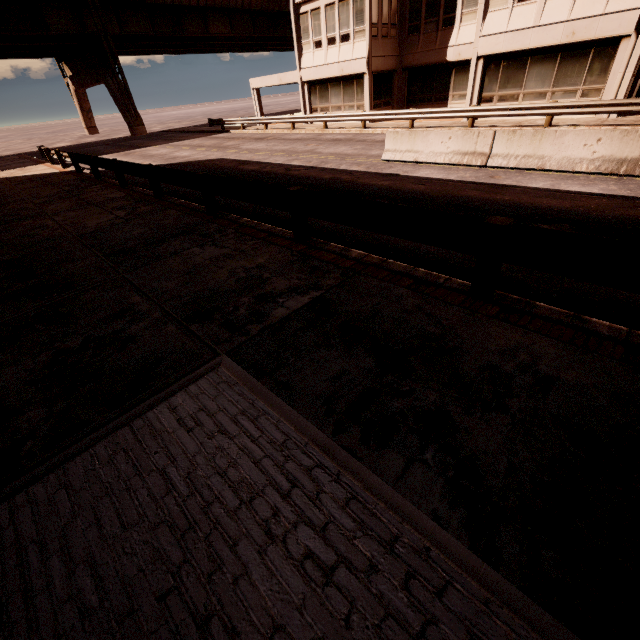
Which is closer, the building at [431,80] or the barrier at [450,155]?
the barrier at [450,155]

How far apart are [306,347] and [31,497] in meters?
2.7 m

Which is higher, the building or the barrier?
the building

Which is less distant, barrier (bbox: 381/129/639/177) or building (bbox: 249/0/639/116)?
barrier (bbox: 381/129/639/177)

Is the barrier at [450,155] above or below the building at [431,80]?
below
